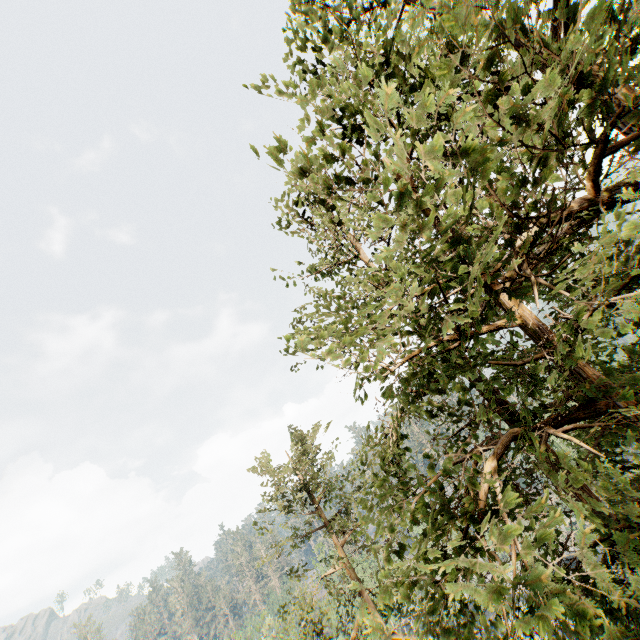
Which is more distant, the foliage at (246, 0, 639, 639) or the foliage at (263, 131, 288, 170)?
the foliage at (263, 131, 288, 170)

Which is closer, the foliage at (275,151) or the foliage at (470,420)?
the foliage at (470,420)

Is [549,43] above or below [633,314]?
above

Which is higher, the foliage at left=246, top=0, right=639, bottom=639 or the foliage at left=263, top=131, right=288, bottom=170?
the foliage at left=263, top=131, right=288, bottom=170

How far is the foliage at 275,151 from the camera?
5.1m

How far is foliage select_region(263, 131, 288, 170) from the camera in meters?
5.1 m
